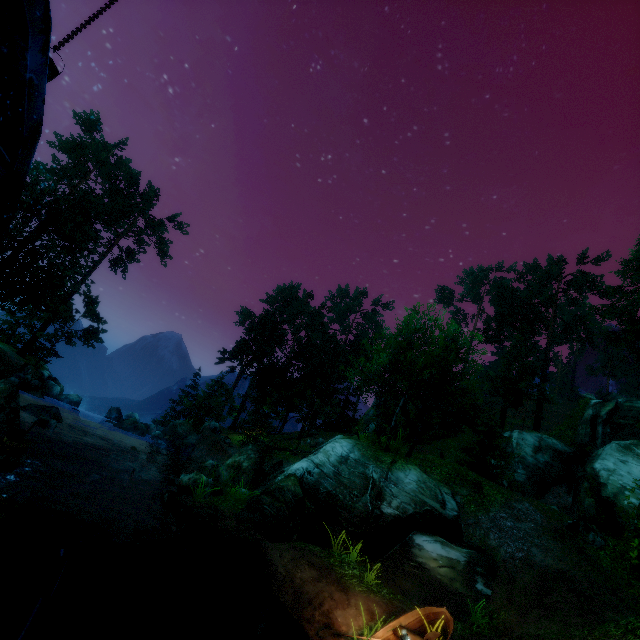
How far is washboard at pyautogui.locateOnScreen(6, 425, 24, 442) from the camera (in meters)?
9.91

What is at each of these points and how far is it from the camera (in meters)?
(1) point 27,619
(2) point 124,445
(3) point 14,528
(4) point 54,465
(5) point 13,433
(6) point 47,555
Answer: (1) water wheel, 1.24
(2) rock, 23.78
(3) piling, 1.93
(4) rock, 16.17
(5) washboard, 9.95
(6) rock, 9.91

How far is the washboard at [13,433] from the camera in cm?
991

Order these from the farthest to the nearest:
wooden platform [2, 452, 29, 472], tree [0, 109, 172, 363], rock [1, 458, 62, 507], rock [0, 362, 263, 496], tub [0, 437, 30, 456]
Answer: tree [0, 109, 172, 363], rock [0, 362, 263, 496], rock [1, 458, 62, 507], tub [0, 437, 30, 456], wooden platform [2, 452, 29, 472]

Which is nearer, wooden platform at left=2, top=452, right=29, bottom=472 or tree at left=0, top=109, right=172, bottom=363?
wooden platform at left=2, top=452, right=29, bottom=472

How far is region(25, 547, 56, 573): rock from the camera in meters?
9.2 m

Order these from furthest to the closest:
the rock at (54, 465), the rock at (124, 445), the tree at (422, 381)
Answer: the tree at (422, 381) < the rock at (124, 445) < the rock at (54, 465)

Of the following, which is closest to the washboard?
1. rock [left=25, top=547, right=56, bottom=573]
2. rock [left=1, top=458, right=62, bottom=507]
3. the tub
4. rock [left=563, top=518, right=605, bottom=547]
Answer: the tub
